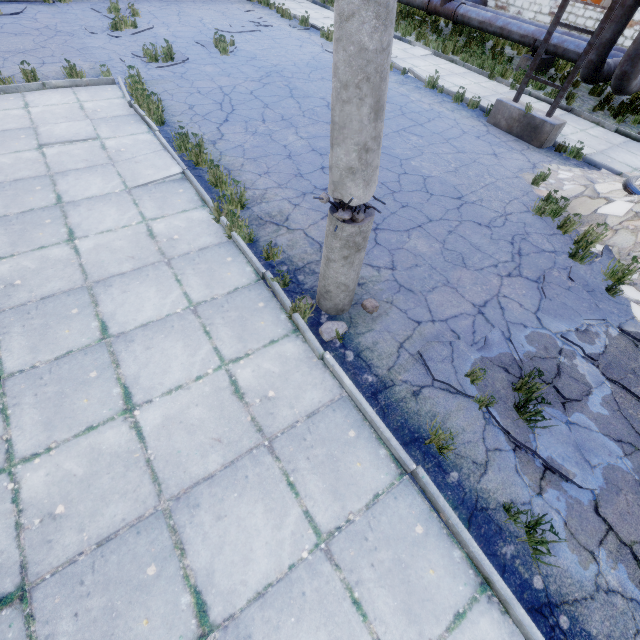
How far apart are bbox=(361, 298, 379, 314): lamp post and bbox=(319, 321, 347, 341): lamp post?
0.4 meters

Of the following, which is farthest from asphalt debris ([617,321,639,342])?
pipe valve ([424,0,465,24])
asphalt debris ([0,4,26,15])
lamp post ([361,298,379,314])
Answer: asphalt debris ([0,4,26,15])

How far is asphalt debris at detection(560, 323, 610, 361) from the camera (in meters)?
4.26

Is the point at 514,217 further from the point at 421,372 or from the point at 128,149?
the point at 128,149

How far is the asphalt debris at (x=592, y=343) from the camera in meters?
4.3

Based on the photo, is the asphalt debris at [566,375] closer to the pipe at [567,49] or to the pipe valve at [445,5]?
the pipe at [567,49]

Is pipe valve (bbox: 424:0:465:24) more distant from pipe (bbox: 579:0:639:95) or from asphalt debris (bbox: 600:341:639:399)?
asphalt debris (bbox: 600:341:639:399)

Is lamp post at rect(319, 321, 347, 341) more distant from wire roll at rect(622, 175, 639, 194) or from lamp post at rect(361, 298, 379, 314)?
wire roll at rect(622, 175, 639, 194)
